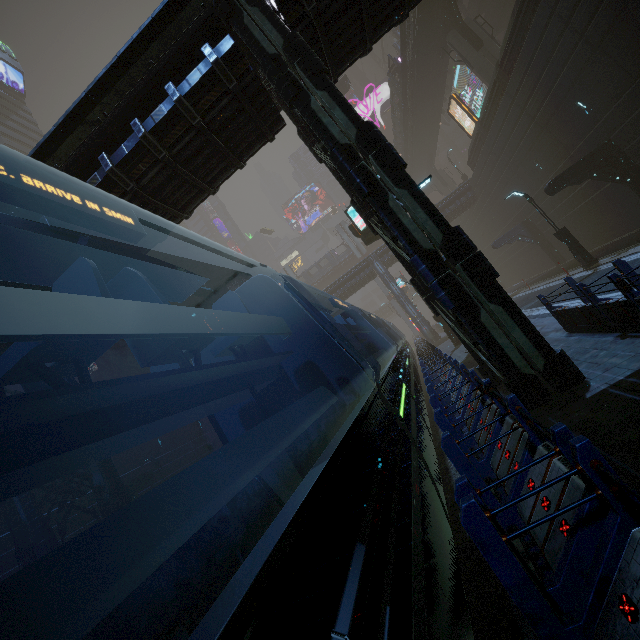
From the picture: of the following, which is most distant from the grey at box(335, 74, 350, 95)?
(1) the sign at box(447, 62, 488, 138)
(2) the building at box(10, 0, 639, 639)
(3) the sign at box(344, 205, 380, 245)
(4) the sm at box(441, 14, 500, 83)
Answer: (3) the sign at box(344, 205, 380, 245)

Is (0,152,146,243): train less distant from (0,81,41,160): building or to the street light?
(0,81,41,160): building

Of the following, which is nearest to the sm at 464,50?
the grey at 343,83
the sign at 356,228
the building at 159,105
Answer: the building at 159,105

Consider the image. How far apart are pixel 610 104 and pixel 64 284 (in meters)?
23.51

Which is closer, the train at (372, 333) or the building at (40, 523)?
the train at (372, 333)

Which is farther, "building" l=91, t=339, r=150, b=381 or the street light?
"building" l=91, t=339, r=150, b=381

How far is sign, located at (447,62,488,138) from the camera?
29.52m

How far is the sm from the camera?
26.1 meters
